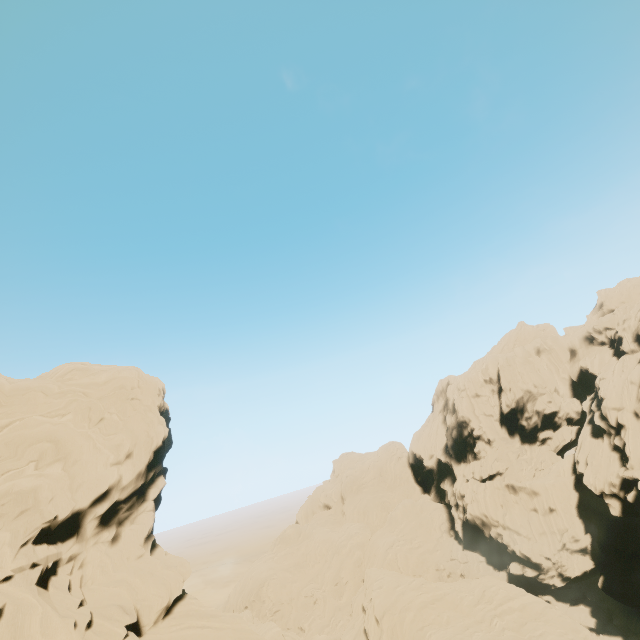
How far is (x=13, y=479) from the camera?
20.72m
